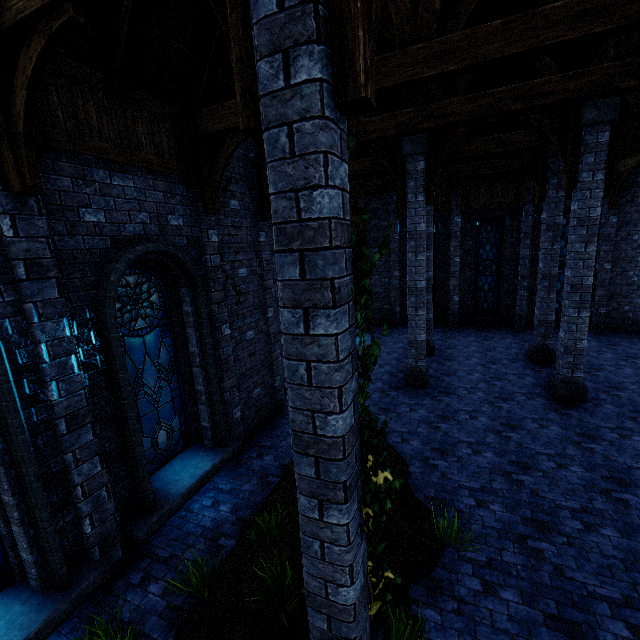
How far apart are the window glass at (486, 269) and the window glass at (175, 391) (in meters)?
14.82

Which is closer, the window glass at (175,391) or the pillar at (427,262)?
the window glass at (175,391)

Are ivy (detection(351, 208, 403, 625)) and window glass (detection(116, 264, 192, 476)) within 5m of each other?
yes

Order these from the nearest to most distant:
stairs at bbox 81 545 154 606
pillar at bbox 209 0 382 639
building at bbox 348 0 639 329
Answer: pillar at bbox 209 0 382 639 → building at bbox 348 0 639 329 → stairs at bbox 81 545 154 606

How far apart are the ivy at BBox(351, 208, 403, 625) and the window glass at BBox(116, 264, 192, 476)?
3.4m

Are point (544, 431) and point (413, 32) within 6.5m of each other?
no

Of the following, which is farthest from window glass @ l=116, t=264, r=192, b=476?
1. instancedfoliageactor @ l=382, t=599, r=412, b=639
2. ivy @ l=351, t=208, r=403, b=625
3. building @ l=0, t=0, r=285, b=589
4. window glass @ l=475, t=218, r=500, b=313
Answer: window glass @ l=475, t=218, r=500, b=313

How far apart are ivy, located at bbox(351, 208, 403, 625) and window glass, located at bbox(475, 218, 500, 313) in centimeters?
1551cm
